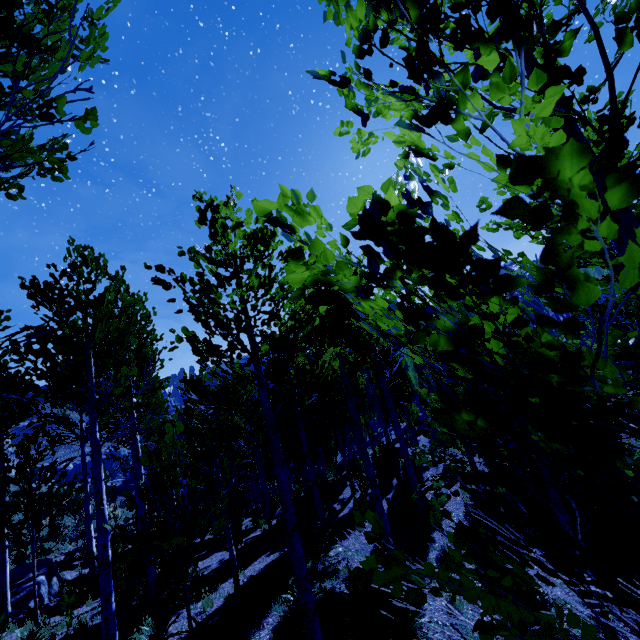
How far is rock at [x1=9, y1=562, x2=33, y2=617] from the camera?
10.5m

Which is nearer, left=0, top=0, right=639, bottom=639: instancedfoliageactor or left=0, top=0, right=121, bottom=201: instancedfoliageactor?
left=0, top=0, right=639, bottom=639: instancedfoliageactor

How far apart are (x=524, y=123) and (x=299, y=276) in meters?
0.8

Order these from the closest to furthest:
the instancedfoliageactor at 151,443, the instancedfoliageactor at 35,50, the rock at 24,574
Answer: the instancedfoliageactor at 151,443
the instancedfoliageactor at 35,50
the rock at 24,574

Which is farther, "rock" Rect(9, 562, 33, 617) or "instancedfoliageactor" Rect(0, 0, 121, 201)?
"rock" Rect(9, 562, 33, 617)

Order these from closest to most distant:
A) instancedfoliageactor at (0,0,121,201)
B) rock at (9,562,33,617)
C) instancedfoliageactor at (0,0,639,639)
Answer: instancedfoliageactor at (0,0,639,639)
instancedfoliageactor at (0,0,121,201)
rock at (9,562,33,617)

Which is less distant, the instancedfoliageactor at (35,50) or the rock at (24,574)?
the instancedfoliageactor at (35,50)
